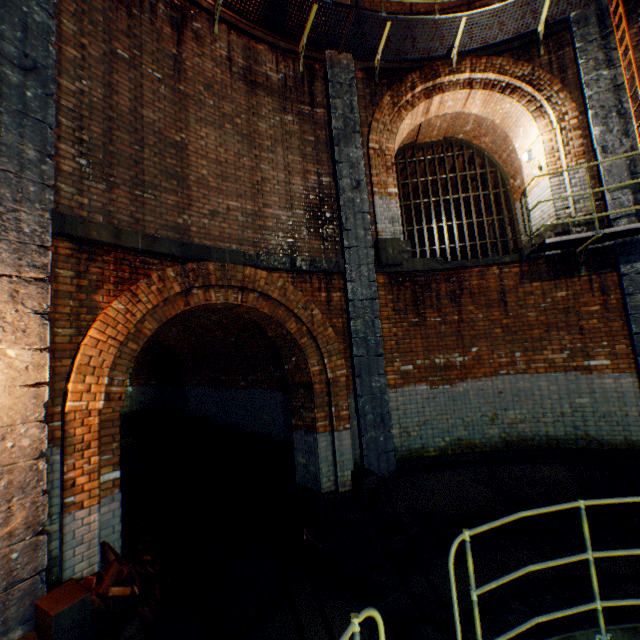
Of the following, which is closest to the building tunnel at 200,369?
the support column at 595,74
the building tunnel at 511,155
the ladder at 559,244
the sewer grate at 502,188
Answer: the building tunnel at 511,155

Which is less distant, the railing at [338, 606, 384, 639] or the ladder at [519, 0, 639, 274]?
the railing at [338, 606, 384, 639]

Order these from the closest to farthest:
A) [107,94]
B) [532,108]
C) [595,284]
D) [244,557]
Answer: [107,94]
[244,557]
[595,284]
[532,108]

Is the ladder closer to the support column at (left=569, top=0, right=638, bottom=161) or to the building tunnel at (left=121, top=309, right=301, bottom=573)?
the support column at (left=569, top=0, right=638, bottom=161)

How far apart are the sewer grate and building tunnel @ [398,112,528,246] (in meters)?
0.00

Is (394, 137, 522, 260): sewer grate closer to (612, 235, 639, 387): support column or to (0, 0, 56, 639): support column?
(612, 235, 639, 387): support column

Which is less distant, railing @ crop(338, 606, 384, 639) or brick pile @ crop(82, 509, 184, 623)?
railing @ crop(338, 606, 384, 639)

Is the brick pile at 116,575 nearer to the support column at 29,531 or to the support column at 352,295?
the support column at 29,531
